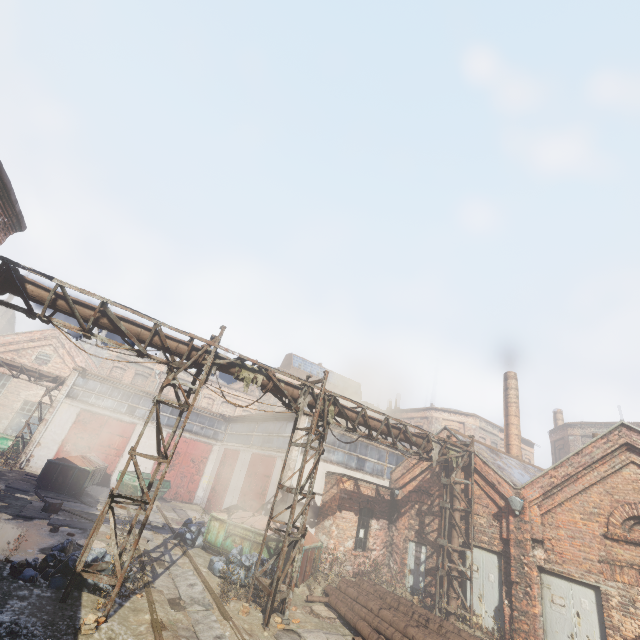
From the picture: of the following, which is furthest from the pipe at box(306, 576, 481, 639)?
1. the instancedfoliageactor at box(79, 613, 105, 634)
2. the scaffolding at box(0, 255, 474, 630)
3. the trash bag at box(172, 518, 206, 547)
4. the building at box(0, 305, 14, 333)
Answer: the building at box(0, 305, 14, 333)

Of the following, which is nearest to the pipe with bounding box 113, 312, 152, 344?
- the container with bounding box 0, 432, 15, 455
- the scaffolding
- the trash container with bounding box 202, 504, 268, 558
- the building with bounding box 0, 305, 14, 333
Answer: the scaffolding

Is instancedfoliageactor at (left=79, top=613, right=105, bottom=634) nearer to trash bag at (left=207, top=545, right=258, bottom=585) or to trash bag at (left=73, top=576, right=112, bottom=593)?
trash bag at (left=73, top=576, right=112, bottom=593)

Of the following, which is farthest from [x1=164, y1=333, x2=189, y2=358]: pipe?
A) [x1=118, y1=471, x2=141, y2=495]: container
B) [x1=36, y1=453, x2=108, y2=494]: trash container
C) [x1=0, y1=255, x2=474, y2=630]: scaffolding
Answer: [x1=118, y1=471, x2=141, y2=495]: container

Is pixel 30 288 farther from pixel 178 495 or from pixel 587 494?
pixel 178 495

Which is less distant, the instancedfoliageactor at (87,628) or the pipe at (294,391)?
the instancedfoliageactor at (87,628)

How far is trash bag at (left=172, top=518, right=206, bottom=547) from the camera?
13.8 meters

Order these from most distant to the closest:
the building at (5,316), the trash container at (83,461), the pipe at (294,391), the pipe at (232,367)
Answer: the building at (5,316) → the trash container at (83,461) → the pipe at (294,391) → the pipe at (232,367)
